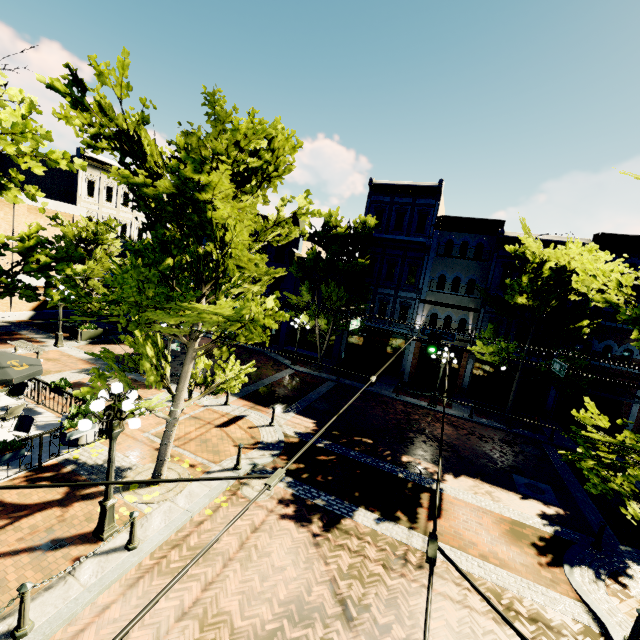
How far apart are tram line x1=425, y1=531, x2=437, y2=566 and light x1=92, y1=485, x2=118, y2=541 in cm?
651

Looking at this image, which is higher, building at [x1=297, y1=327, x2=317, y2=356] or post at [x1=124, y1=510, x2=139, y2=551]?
building at [x1=297, y1=327, x2=317, y2=356]

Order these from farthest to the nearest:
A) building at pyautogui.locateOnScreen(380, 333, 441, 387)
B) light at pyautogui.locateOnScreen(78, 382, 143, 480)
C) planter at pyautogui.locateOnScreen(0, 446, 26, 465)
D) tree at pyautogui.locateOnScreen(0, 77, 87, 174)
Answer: building at pyautogui.locateOnScreen(380, 333, 441, 387), planter at pyautogui.locateOnScreen(0, 446, 26, 465), light at pyautogui.locateOnScreen(78, 382, 143, 480), tree at pyautogui.locateOnScreen(0, 77, 87, 174)

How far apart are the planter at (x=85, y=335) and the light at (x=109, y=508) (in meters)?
17.06

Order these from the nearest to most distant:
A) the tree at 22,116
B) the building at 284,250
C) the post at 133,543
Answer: the tree at 22,116, the post at 133,543, the building at 284,250

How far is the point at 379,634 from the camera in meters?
6.4 m

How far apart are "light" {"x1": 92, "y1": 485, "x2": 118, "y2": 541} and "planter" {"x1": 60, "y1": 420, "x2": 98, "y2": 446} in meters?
3.2
